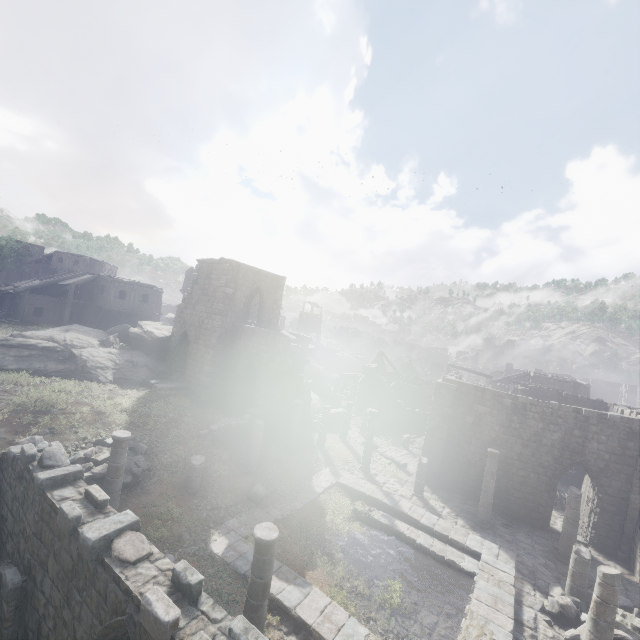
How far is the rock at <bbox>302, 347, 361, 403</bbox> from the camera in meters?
37.3

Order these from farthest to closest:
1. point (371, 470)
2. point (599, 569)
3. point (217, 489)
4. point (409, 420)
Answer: point (409, 420) → point (371, 470) → point (217, 489) → point (599, 569)

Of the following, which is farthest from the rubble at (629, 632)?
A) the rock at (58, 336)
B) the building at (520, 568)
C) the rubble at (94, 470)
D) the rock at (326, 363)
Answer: the rock at (326, 363)

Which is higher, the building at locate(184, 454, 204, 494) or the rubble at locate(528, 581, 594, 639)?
the building at locate(184, 454, 204, 494)

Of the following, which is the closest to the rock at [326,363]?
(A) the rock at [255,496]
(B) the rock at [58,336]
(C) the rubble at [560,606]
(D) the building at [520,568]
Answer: (D) the building at [520,568]

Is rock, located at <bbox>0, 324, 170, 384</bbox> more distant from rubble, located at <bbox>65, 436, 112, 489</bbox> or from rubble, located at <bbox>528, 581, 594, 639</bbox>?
rubble, located at <bbox>528, 581, 594, 639</bbox>

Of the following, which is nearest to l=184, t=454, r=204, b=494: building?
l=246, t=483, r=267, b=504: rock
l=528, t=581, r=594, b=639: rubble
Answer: l=528, t=581, r=594, b=639: rubble

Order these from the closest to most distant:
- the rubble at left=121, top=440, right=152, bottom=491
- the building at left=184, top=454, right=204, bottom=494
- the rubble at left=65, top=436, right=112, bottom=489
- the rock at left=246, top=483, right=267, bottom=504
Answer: the rubble at left=65, top=436, right=112, bottom=489 < the rubble at left=121, top=440, right=152, bottom=491 < the building at left=184, top=454, right=204, bottom=494 < the rock at left=246, top=483, right=267, bottom=504
